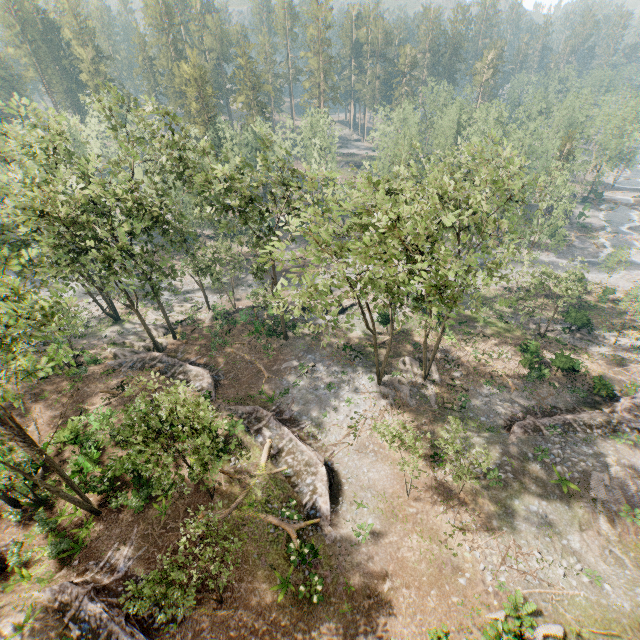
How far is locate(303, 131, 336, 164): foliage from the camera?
56.55m

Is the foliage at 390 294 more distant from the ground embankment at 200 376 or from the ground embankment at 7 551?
the ground embankment at 7 551

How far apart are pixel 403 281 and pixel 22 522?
28.24m

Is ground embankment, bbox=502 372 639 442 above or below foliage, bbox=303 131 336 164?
below

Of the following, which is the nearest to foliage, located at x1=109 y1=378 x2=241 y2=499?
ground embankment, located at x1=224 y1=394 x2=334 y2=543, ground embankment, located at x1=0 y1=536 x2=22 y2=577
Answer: ground embankment, located at x1=0 y1=536 x2=22 y2=577

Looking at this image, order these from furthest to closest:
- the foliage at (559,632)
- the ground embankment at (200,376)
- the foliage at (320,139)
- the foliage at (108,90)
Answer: the foliage at (320,139) → the ground embankment at (200,376) → the foliage at (108,90) → the foliage at (559,632)

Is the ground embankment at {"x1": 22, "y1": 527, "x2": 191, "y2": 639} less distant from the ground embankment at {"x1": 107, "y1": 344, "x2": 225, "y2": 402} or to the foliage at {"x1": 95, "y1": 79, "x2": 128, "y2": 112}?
the foliage at {"x1": 95, "y1": 79, "x2": 128, "y2": 112}

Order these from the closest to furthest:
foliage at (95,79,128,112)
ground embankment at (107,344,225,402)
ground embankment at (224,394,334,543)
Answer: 1. ground embankment at (224,394,334,543)
2. foliage at (95,79,128,112)
3. ground embankment at (107,344,225,402)
